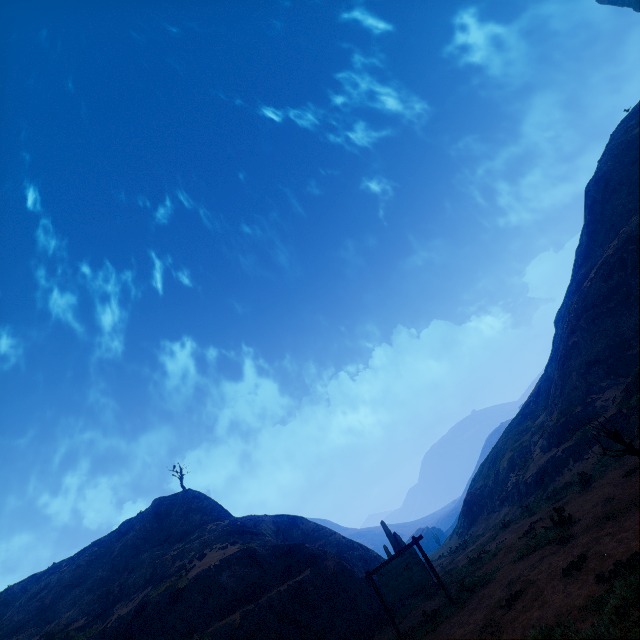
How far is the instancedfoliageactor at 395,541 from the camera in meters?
19.9 m

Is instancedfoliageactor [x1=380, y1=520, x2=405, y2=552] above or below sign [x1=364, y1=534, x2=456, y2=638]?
above

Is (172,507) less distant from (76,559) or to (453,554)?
(76,559)

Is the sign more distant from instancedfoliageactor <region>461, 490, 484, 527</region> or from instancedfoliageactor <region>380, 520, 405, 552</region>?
instancedfoliageactor <region>461, 490, 484, 527</region>

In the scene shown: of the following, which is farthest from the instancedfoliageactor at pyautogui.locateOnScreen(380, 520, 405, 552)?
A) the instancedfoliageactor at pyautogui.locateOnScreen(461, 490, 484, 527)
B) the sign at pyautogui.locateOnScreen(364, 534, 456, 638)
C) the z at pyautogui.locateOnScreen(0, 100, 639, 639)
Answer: the instancedfoliageactor at pyautogui.locateOnScreen(461, 490, 484, 527)

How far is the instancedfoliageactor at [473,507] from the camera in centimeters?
3728cm

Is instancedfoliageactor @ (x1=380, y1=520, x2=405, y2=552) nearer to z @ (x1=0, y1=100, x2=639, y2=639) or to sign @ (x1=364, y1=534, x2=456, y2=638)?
z @ (x1=0, y1=100, x2=639, y2=639)
